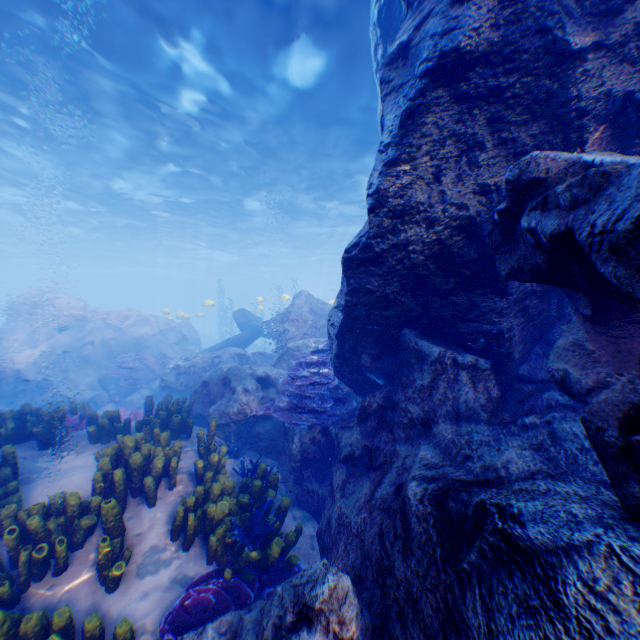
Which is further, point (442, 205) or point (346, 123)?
point (346, 123)

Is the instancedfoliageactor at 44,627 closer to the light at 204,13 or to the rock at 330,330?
the rock at 330,330

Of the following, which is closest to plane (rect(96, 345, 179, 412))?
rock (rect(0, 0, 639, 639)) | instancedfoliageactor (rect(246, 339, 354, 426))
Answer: rock (rect(0, 0, 639, 639))

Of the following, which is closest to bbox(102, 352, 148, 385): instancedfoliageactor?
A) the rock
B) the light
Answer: the rock

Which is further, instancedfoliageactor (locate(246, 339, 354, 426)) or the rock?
instancedfoliageactor (locate(246, 339, 354, 426))

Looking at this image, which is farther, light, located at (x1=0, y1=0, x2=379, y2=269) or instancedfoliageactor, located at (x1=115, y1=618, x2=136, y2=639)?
light, located at (x1=0, y1=0, x2=379, y2=269)

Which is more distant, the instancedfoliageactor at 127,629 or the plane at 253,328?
the plane at 253,328

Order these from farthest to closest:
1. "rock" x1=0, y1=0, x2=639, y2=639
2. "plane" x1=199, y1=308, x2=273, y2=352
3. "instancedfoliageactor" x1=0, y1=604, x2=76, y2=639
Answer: "plane" x1=199, y1=308, x2=273, y2=352
"instancedfoliageactor" x1=0, y1=604, x2=76, y2=639
"rock" x1=0, y1=0, x2=639, y2=639
